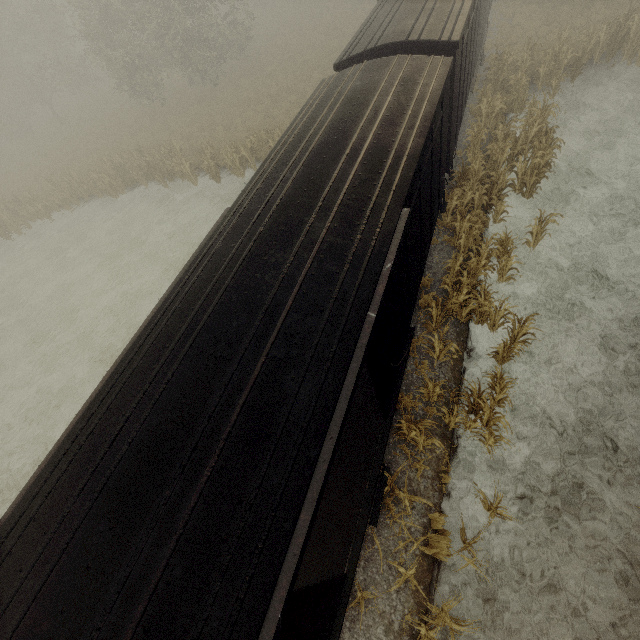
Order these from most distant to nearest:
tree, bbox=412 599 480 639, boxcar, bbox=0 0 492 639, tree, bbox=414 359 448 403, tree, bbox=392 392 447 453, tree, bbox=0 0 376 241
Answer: tree, bbox=0 0 376 241 → tree, bbox=414 359 448 403 → tree, bbox=392 392 447 453 → tree, bbox=412 599 480 639 → boxcar, bbox=0 0 492 639

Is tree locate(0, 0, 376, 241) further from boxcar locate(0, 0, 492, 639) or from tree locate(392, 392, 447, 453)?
tree locate(392, 392, 447, 453)

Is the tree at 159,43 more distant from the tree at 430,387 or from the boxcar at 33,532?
the tree at 430,387

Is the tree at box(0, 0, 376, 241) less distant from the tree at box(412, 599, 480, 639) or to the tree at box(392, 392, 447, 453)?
the tree at box(392, 392, 447, 453)

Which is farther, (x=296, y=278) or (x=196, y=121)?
(x=196, y=121)

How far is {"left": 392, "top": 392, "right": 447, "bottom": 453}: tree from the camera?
6.6m

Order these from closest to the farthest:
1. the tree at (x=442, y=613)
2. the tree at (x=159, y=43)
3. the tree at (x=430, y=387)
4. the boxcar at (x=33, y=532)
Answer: the boxcar at (x=33, y=532) → the tree at (x=442, y=613) → the tree at (x=430, y=387) → the tree at (x=159, y=43)
